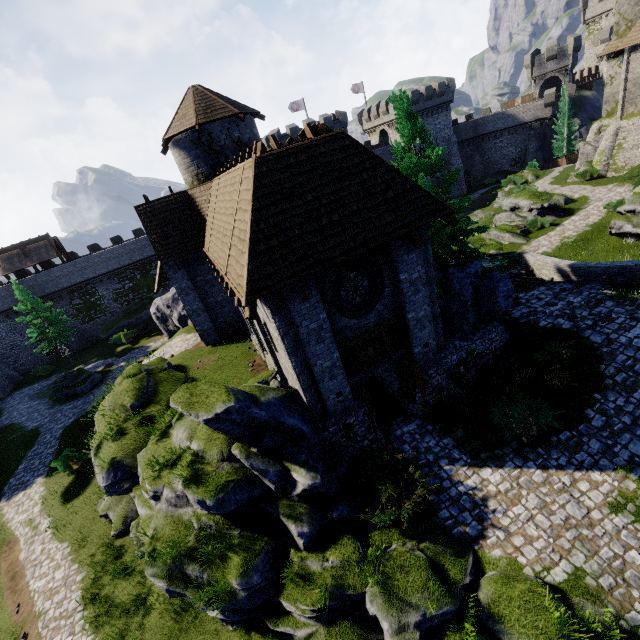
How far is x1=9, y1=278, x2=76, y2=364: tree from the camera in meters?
33.2 m

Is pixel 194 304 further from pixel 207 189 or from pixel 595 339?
pixel 595 339

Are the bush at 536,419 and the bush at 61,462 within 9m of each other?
no

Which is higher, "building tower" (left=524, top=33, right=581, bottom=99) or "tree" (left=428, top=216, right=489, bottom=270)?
"building tower" (left=524, top=33, right=581, bottom=99)

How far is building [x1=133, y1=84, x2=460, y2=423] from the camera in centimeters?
905cm

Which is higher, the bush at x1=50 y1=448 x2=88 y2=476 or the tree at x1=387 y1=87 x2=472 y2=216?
the tree at x1=387 y1=87 x2=472 y2=216

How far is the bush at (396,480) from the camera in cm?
918

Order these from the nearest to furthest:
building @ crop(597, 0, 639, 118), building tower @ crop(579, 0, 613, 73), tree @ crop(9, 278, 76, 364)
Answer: building @ crop(597, 0, 639, 118) < tree @ crop(9, 278, 76, 364) < building tower @ crop(579, 0, 613, 73)
